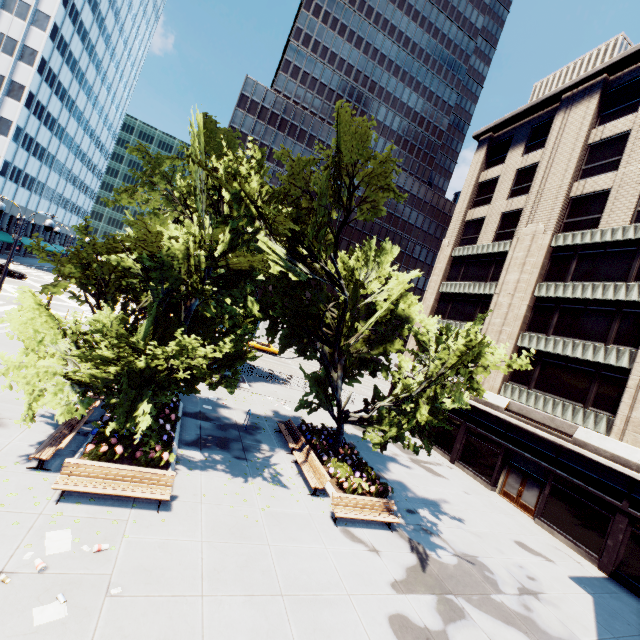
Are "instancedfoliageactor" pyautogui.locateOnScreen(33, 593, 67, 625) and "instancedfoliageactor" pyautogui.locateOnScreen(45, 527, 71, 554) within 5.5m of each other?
yes

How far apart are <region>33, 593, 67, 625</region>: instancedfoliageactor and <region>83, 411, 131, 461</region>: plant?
4.5m

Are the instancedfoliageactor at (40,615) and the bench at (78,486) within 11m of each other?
yes

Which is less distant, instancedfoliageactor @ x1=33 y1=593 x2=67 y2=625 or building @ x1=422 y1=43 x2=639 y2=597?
instancedfoliageactor @ x1=33 y1=593 x2=67 y2=625

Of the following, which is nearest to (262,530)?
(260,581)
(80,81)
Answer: (260,581)

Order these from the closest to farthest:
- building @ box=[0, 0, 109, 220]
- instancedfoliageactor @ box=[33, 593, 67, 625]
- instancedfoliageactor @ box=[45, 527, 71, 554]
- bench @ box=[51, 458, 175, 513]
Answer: instancedfoliageactor @ box=[33, 593, 67, 625], instancedfoliageactor @ box=[45, 527, 71, 554], bench @ box=[51, 458, 175, 513], building @ box=[0, 0, 109, 220]

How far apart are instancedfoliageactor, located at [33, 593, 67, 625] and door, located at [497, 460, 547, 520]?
22.5m

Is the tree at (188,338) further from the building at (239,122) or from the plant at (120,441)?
the building at (239,122)
